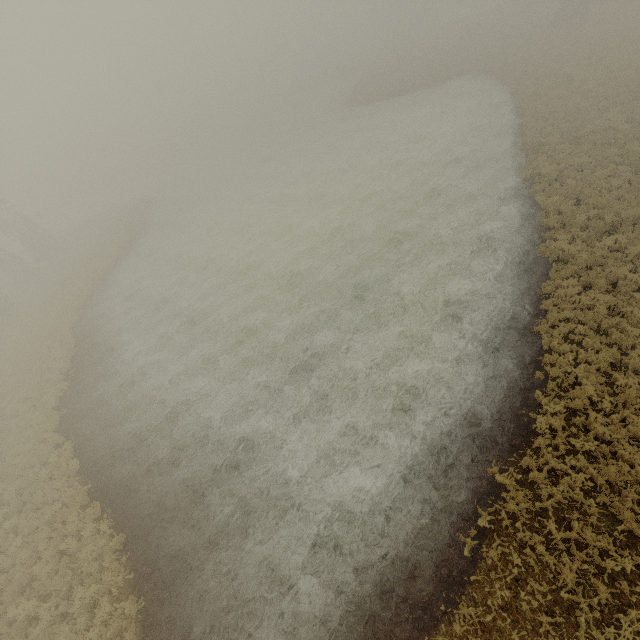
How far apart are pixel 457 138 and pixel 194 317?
26.3m
